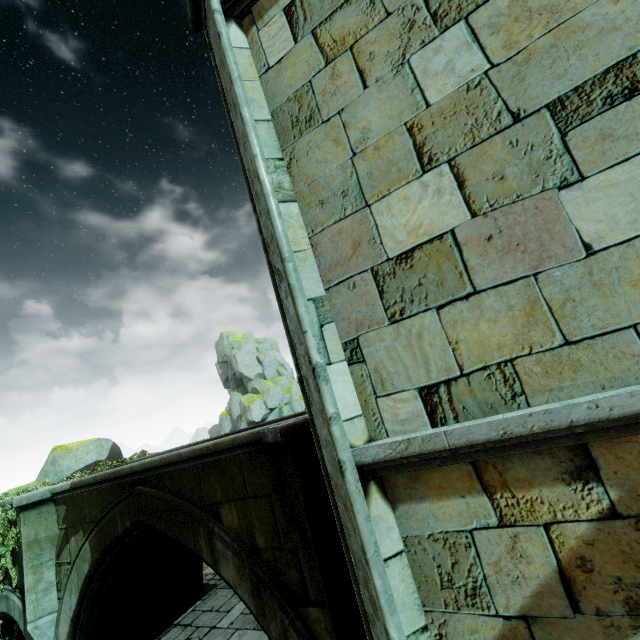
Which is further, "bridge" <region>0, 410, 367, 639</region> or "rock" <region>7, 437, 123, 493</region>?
"rock" <region>7, 437, 123, 493</region>

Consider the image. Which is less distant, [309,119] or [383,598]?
[383,598]

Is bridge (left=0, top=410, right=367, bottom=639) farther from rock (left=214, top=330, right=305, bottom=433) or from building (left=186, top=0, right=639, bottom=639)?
rock (left=214, top=330, right=305, bottom=433)

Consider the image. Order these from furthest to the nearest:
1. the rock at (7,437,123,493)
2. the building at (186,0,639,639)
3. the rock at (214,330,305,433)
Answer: the rock at (214,330,305,433), the rock at (7,437,123,493), the building at (186,0,639,639)

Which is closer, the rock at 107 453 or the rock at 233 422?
the rock at 107 453

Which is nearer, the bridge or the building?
the building

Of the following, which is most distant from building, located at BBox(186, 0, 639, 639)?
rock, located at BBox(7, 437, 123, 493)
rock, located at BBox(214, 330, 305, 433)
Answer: rock, located at BBox(214, 330, 305, 433)

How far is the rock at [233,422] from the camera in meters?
43.1
